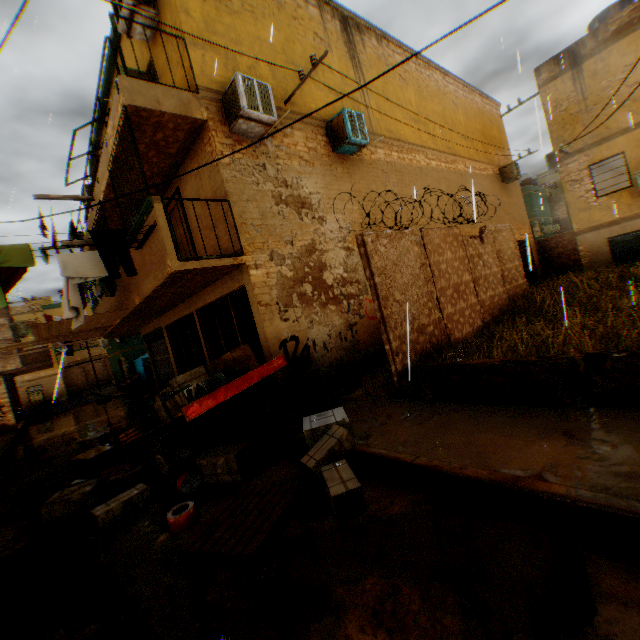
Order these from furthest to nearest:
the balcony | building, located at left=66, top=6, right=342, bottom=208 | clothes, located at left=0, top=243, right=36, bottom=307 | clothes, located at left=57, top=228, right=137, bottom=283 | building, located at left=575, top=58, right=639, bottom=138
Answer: the balcony < building, located at left=575, top=58, right=639, bottom=138 < building, located at left=66, top=6, right=342, bottom=208 < clothes, located at left=57, top=228, right=137, bottom=283 < clothes, located at left=0, top=243, right=36, bottom=307

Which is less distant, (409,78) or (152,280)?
(152,280)

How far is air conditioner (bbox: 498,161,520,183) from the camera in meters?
16.7

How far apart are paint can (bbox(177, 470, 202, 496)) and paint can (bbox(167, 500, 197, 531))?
0.5m

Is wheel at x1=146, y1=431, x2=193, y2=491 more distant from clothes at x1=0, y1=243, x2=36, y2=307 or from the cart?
clothes at x1=0, y1=243, x2=36, y2=307

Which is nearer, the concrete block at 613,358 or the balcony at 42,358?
the concrete block at 613,358

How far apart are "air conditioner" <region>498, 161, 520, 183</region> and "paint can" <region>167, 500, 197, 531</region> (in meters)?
19.78

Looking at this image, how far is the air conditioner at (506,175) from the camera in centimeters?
1667cm
